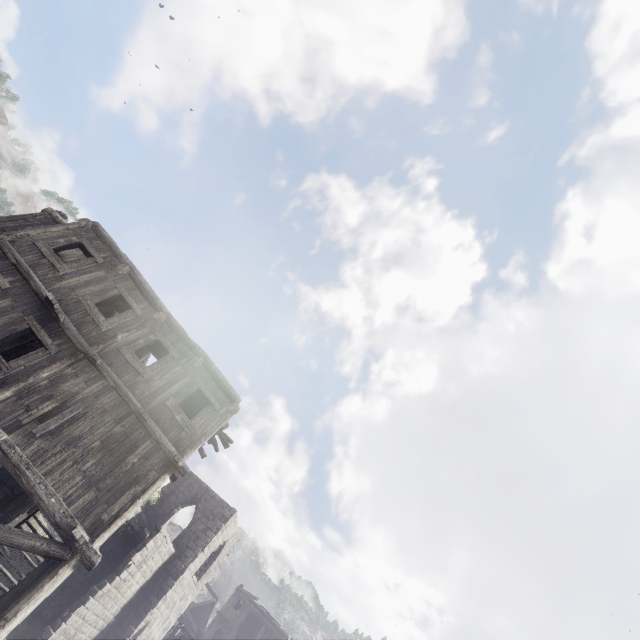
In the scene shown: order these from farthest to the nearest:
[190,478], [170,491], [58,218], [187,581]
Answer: [190,478]
[170,491]
[187,581]
[58,218]
